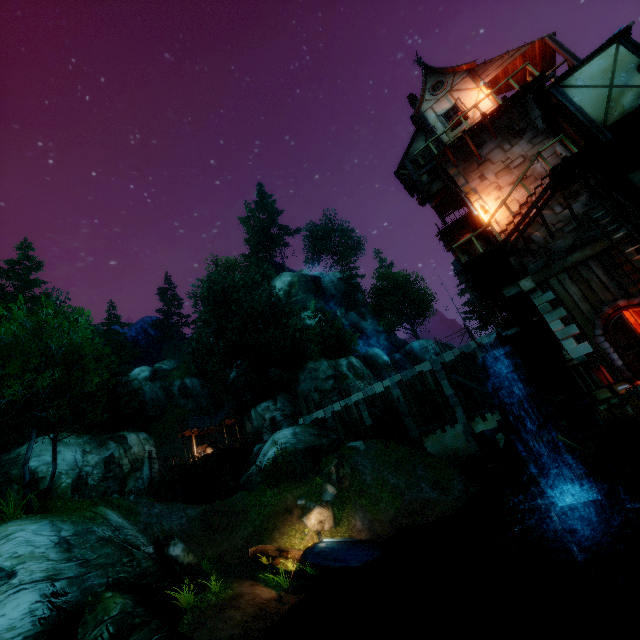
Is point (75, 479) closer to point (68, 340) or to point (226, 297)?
point (68, 340)

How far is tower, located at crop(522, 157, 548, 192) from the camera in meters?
13.5

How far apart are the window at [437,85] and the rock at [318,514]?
23.0m

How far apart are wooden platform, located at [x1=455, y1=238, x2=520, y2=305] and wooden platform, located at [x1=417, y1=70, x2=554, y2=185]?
5.84m

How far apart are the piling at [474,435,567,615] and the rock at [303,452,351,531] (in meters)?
8.81

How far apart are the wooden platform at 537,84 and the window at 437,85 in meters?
4.3

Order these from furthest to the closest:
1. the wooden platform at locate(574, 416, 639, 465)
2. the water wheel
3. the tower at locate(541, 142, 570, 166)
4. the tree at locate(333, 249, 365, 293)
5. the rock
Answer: the tree at locate(333, 249, 365, 293) → the rock → the tower at locate(541, 142, 570, 166) → the water wheel → the wooden platform at locate(574, 416, 639, 465)

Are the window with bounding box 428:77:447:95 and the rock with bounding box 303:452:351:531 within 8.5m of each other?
no
